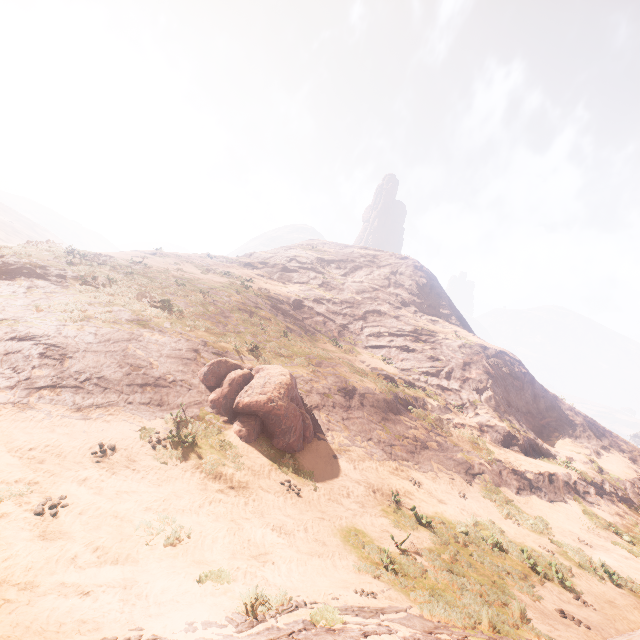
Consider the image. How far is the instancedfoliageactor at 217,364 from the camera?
13.3m

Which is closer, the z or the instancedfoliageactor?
the z

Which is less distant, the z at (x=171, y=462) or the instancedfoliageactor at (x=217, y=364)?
the z at (x=171, y=462)

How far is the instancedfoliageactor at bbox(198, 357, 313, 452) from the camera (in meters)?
13.27

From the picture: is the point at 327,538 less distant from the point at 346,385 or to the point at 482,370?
the point at 346,385
